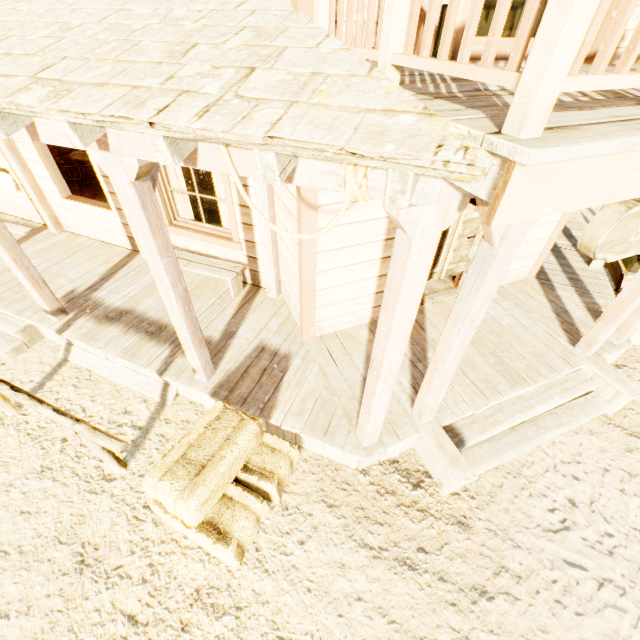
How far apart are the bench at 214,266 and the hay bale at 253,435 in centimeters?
201cm

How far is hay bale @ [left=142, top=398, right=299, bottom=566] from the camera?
2.71m

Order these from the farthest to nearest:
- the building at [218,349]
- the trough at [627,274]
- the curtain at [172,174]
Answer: the trough at [627,274]
the curtain at [172,174]
the building at [218,349]

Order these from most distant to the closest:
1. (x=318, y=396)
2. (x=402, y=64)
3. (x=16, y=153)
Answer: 1. (x=16, y=153)
2. (x=318, y=396)
3. (x=402, y=64)

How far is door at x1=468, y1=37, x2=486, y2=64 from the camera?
2.81m

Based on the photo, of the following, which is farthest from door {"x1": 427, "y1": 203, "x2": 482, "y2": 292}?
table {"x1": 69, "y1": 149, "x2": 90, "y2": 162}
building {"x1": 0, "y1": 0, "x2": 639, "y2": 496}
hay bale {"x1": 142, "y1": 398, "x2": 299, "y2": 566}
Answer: table {"x1": 69, "y1": 149, "x2": 90, "y2": 162}

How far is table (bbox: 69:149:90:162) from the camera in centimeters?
743cm

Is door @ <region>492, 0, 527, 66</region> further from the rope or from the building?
the rope
